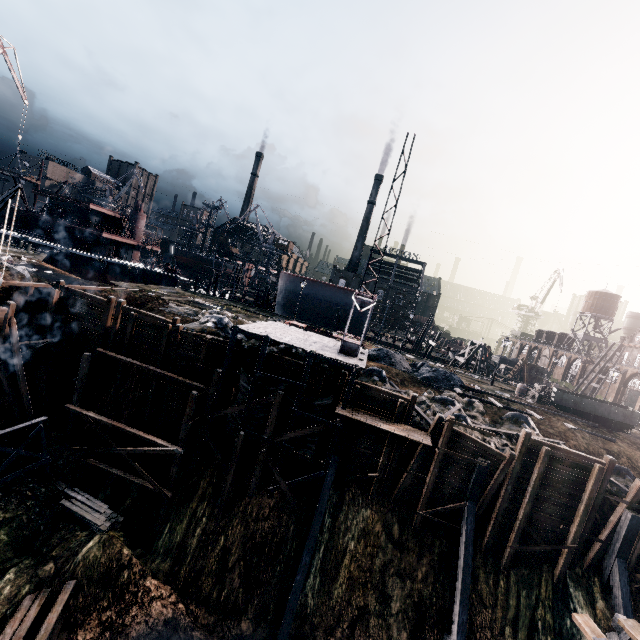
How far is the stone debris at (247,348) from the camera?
23.77m

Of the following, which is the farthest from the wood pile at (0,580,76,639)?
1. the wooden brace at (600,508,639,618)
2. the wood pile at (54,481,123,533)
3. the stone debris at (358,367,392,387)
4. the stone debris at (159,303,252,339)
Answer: the wooden brace at (600,508,639,618)

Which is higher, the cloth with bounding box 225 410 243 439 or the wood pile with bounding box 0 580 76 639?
the cloth with bounding box 225 410 243 439

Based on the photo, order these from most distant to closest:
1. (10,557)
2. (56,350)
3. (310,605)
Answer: (56,350) → (310,605) → (10,557)

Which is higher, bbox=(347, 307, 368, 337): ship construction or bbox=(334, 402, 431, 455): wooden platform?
bbox=(347, 307, 368, 337): ship construction

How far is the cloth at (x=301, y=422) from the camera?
21.0m

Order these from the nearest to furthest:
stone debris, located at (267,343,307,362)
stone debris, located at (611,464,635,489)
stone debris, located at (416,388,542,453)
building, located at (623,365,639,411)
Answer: stone debris, located at (611,464,635,489) → stone debris, located at (416,388,542,453) → stone debris, located at (267,343,307,362) → building, located at (623,365,639,411)

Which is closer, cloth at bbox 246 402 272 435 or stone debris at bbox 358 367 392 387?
cloth at bbox 246 402 272 435
